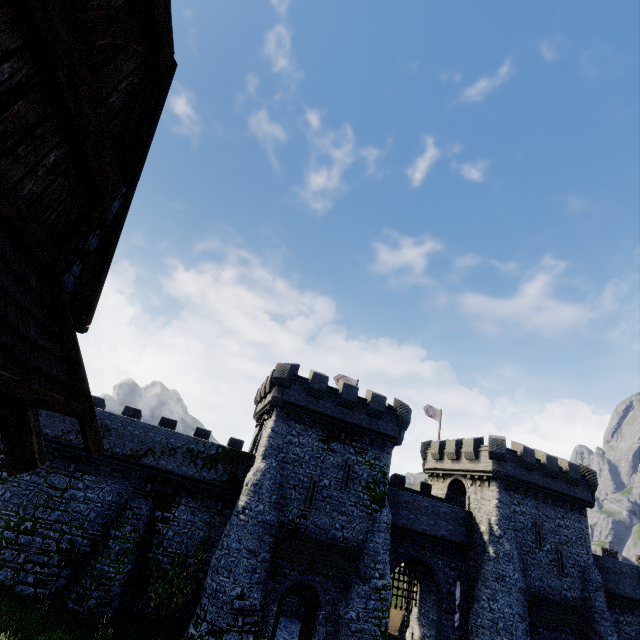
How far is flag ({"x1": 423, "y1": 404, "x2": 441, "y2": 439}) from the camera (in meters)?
37.16

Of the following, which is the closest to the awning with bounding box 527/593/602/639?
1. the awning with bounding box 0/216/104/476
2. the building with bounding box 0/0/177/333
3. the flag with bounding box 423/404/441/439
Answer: the flag with bounding box 423/404/441/439

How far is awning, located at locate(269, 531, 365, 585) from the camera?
19.6 meters

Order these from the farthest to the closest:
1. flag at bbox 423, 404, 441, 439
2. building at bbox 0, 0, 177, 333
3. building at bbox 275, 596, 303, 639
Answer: flag at bbox 423, 404, 441, 439 → building at bbox 275, 596, 303, 639 → building at bbox 0, 0, 177, 333

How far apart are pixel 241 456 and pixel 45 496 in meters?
12.1

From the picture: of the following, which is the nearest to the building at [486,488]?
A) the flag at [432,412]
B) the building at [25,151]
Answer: the flag at [432,412]

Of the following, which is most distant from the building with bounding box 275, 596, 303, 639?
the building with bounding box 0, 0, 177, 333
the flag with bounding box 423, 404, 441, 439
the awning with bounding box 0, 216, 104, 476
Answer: the awning with bounding box 0, 216, 104, 476

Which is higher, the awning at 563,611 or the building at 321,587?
the awning at 563,611
